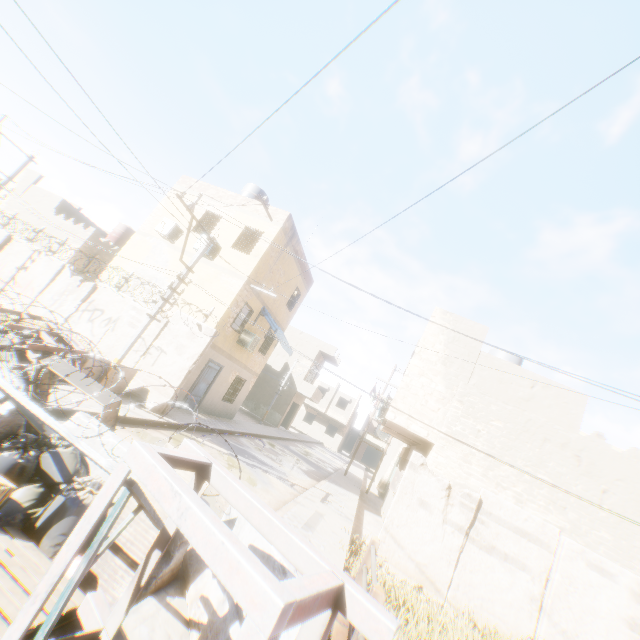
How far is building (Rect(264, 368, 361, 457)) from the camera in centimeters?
3212cm

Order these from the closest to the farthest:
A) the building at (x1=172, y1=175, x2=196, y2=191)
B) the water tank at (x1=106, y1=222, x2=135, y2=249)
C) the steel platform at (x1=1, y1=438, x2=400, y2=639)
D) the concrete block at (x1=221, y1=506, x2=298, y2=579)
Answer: the steel platform at (x1=1, y1=438, x2=400, y2=639)
the concrete block at (x1=221, y1=506, x2=298, y2=579)
the building at (x1=172, y1=175, x2=196, y2=191)
the water tank at (x1=106, y1=222, x2=135, y2=249)

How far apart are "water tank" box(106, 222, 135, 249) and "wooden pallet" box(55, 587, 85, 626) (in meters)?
25.80

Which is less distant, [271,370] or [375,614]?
[375,614]

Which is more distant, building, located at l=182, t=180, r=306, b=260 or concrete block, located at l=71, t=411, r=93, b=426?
building, located at l=182, t=180, r=306, b=260

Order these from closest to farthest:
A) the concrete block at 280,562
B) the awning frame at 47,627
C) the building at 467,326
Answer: the awning frame at 47,627, the concrete block at 280,562, the building at 467,326

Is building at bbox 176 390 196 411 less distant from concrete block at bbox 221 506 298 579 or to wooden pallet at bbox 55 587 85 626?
concrete block at bbox 221 506 298 579

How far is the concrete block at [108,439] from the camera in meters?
4.2
